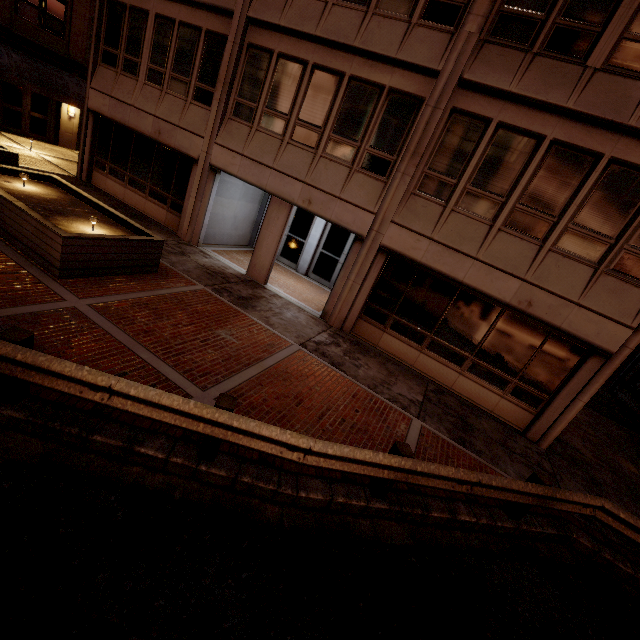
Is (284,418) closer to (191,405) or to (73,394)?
(191,405)

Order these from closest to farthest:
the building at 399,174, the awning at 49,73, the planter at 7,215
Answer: the planter at 7,215 → the building at 399,174 → the awning at 49,73

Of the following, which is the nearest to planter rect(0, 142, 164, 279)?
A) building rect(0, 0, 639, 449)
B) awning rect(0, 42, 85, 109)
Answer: building rect(0, 0, 639, 449)

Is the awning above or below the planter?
above

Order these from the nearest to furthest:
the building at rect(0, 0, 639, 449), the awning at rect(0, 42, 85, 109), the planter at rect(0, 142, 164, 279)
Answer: the planter at rect(0, 142, 164, 279)
the building at rect(0, 0, 639, 449)
the awning at rect(0, 42, 85, 109)

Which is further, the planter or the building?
the building

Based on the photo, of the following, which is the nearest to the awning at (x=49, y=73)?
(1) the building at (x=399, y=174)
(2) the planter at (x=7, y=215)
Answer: (1) the building at (x=399, y=174)
